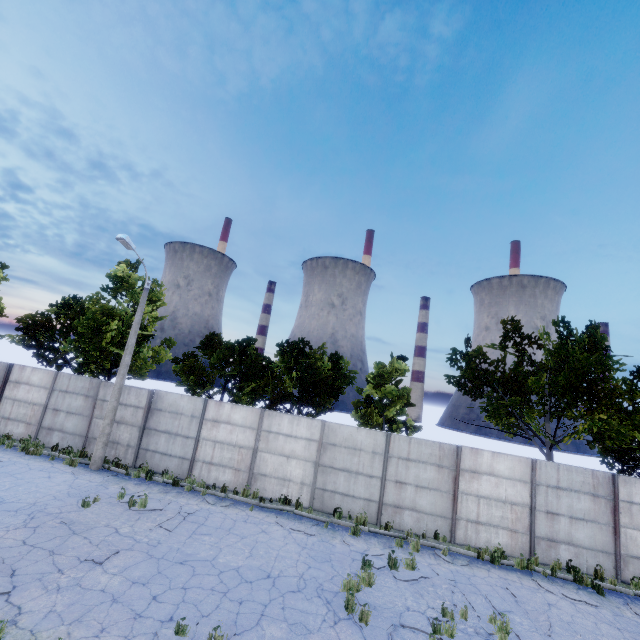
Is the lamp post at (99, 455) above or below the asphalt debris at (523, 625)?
above

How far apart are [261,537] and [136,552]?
3.73m

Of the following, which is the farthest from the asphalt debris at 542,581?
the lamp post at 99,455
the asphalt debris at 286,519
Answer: the lamp post at 99,455

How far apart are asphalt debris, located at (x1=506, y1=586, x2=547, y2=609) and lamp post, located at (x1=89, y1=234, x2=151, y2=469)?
16.3m

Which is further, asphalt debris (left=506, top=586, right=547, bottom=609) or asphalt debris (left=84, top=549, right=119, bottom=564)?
asphalt debris (left=506, top=586, right=547, bottom=609)

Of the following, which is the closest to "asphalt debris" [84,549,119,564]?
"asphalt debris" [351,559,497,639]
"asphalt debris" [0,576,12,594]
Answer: "asphalt debris" [0,576,12,594]

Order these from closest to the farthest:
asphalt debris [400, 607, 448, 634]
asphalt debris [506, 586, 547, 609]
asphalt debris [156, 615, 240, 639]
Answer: asphalt debris [156, 615, 240, 639], asphalt debris [400, 607, 448, 634], asphalt debris [506, 586, 547, 609]

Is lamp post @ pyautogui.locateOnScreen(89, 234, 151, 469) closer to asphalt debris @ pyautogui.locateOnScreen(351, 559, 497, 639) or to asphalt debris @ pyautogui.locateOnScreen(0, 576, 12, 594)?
asphalt debris @ pyautogui.locateOnScreen(0, 576, 12, 594)
